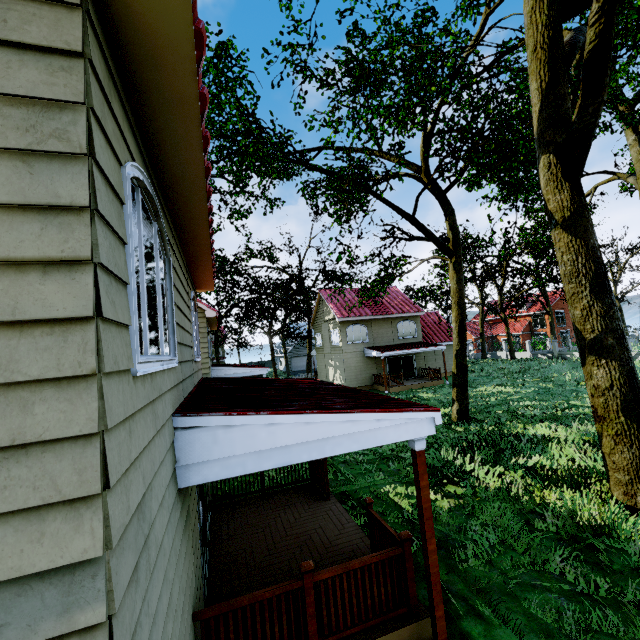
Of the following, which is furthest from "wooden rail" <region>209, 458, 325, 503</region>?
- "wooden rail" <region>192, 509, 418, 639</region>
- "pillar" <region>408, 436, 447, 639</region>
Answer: "pillar" <region>408, 436, 447, 639</region>

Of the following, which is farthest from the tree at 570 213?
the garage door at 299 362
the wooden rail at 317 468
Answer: the wooden rail at 317 468

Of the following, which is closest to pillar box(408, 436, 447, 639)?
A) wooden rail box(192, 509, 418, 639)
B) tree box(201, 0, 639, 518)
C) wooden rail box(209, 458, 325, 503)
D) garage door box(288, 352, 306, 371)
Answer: wooden rail box(192, 509, 418, 639)

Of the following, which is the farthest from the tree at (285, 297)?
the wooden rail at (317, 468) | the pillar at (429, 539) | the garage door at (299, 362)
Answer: the wooden rail at (317, 468)

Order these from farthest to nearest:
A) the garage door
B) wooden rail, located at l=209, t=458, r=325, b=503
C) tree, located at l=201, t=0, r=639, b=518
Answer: the garage door → wooden rail, located at l=209, t=458, r=325, b=503 → tree, located at l=201, t=0, r=639, b=518

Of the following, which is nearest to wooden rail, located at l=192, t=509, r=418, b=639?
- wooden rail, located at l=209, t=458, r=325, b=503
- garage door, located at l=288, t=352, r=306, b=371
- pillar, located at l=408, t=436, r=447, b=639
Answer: pillar, located at l=408, t=436, r=447, b=639

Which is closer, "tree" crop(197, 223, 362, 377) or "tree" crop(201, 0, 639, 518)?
"tree" crop(201, 0, 639, 518)

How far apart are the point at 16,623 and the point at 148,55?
3.0m
